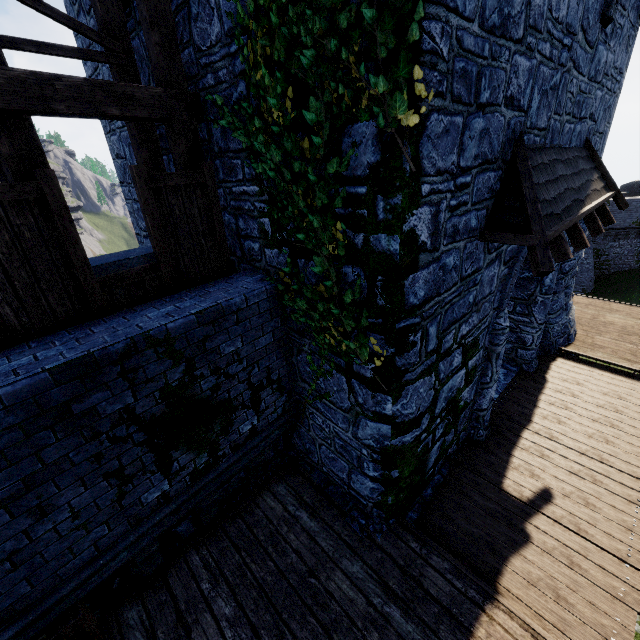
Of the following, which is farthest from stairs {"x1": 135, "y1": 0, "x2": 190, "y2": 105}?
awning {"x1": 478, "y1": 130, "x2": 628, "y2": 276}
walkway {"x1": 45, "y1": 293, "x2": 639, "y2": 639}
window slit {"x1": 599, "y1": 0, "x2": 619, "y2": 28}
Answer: window slit {"x1": 599, "y1": 0, "x2": 619, "y2": 28}

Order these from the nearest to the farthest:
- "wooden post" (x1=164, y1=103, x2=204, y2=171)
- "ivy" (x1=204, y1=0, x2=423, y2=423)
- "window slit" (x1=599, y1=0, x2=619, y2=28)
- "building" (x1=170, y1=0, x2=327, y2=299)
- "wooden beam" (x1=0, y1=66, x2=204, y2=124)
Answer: "ivy" (x1=204, y1=0, x2=423, y2=423) < "wooden beam" (x1=0, y1=66, x2=204, y2=124) < "building" (x1=170, y1=0, x2=327, y2=299) < "wooden post" (x1=164, y1=103, x2=204, y2=171) < "window slit" (x1=599, y1=0, x2=619, y2=28)

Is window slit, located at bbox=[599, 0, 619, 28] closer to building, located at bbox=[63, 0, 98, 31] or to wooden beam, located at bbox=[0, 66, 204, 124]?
building, located at bbox=[63, 0, 98, 31]

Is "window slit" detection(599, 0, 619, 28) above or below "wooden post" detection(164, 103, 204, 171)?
above

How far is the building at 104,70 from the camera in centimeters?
711cm

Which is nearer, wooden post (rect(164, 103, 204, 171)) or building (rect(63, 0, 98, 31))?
wooden post (rect(164, 103, 204, 171))

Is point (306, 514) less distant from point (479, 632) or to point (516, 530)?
point (479, 632)
